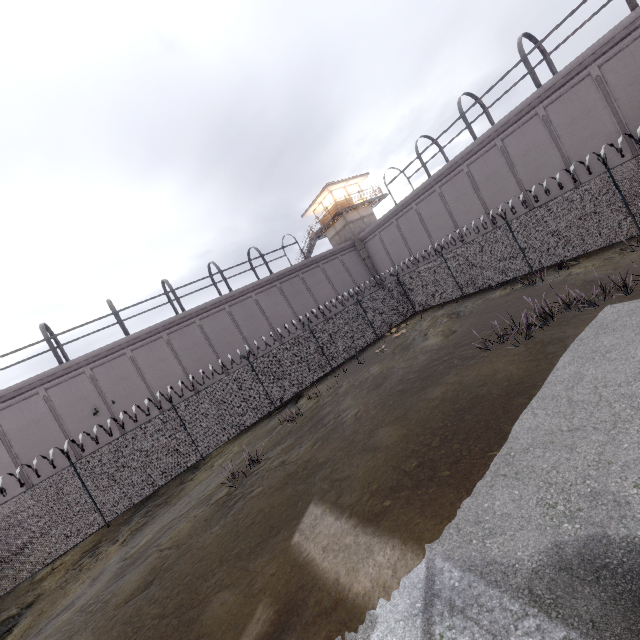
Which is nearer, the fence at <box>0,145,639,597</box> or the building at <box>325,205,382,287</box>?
the fence at <box>0,145,639,597</box>

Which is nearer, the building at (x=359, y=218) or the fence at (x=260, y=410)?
the fence at (x=260, y=410)

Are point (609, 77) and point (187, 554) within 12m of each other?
no

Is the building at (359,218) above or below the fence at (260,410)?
above

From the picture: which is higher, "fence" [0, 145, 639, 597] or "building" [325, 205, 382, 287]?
"building" [325, 205, 382, 287]

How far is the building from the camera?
32.72m
